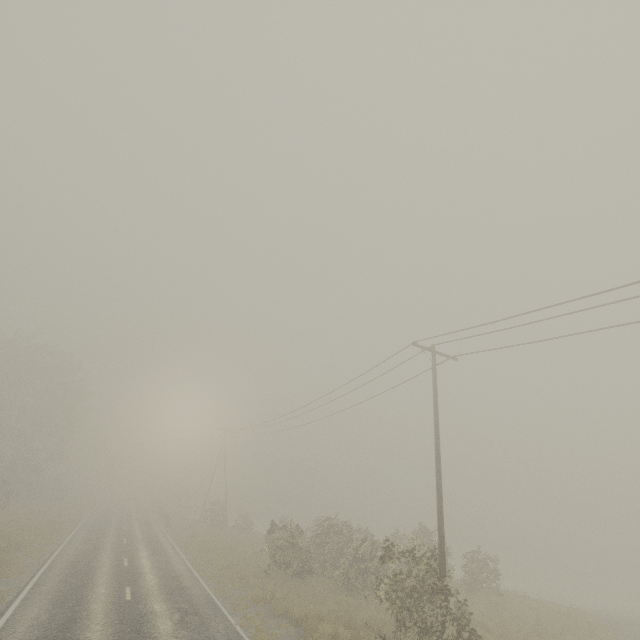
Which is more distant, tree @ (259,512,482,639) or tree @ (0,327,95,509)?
tree @ (0,327,95,509)

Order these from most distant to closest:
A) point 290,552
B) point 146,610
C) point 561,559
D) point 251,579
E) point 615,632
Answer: point 561,559 < point 290,552 < point 615,632 < point 251,579 < point 146,610

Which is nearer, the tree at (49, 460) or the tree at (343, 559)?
the tree at (343, 559)
